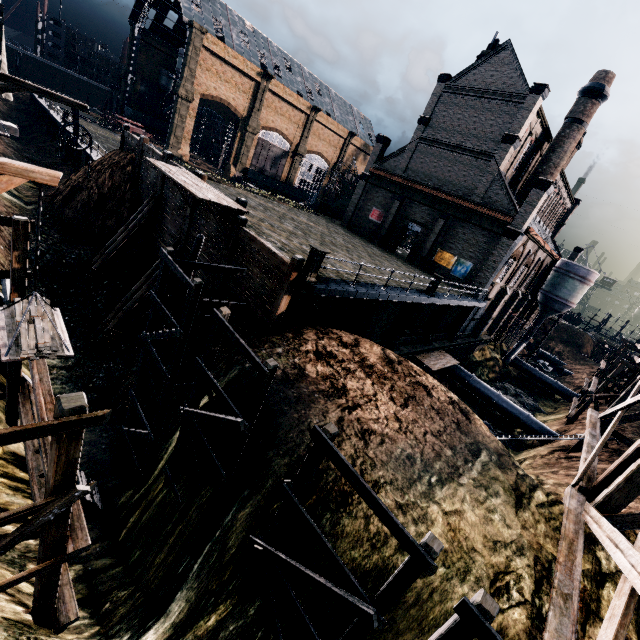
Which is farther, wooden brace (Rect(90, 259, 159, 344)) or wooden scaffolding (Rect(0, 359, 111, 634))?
wooden brace (Rect(90, 259, 159, 344))

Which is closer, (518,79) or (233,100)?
(518,79)

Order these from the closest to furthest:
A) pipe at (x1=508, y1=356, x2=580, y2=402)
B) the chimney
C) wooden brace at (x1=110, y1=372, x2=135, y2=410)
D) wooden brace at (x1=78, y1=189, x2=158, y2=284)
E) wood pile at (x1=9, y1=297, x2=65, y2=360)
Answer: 1. wood pile at (x1=9, y1=297, x2=65, y2=360)
2. wooden brace at (x1=110, y1=372, x2=135, y2=410)
3. wooden brace at (x1=78, y1=189, x2=158, y2=284)
4. the chimney
5. pipe at (x1=508, y1=356, x2=580, y2=402)

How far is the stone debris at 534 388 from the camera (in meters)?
39.33

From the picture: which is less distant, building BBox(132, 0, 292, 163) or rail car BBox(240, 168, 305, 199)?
building BBox(132, 0, 292, 163)

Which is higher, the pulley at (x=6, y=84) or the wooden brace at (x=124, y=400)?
the pulley at (x=6, y=84)

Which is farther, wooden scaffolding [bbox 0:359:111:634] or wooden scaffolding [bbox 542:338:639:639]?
wooden scaffolding [bbox 542:338:639:639]

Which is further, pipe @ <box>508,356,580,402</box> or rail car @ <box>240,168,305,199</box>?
rail car @ <box>240,168,305,199</box>
